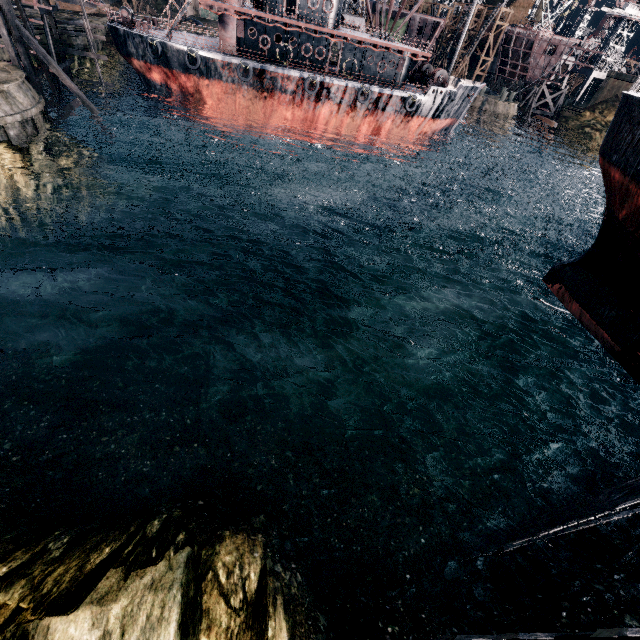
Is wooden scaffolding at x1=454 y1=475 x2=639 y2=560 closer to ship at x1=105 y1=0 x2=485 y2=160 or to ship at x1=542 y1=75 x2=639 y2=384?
ship at x1=542 y1=75 x2=639 y2=384

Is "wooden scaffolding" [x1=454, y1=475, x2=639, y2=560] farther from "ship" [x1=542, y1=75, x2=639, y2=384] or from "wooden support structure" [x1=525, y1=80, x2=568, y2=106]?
"wooden support structure" [x1=525, y1=80, x2=568, y2=106]

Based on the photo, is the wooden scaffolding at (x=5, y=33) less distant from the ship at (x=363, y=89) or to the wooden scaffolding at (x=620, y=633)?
the ship at (x=363, y=89)

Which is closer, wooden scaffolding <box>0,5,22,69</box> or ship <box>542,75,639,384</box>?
ship <box>542,75,639,384</box>

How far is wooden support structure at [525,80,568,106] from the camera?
58.24m

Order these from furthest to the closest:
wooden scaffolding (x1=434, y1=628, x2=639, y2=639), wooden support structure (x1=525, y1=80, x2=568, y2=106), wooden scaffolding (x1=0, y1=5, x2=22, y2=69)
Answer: wooden support structure (x1=525, y1=80, x2=568, y2=106), wooden scaffolding (x1=0, y1=5, x2=22, y2=69), wooden scaffolding (x1=434, y1=628, x2=639, y2=639)

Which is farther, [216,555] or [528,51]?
[528,51]

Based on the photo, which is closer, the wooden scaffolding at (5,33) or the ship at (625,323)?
the ship at (625,323)
